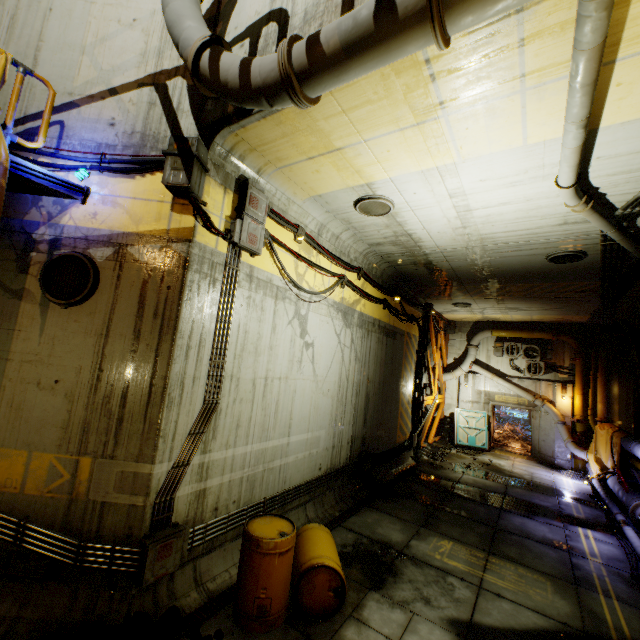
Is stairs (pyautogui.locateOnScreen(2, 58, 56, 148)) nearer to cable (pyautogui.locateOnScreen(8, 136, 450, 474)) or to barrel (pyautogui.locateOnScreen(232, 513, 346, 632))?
cable (pyautogui.locateOnScreen(8, 136, 450, 474))

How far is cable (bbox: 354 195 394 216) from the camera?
6.4m

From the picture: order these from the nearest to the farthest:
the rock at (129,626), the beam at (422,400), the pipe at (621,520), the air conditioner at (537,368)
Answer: the rock at (129,626) < the pipe at (621,520) < the beam at (422,400) < the air conditioner at (537,368)

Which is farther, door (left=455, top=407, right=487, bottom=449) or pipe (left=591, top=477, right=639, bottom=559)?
door (left=455, top=407, right=487, bottom=449)

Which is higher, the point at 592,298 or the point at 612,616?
the point at 592,298

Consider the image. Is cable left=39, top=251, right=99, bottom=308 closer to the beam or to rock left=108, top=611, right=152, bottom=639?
rock left=108, top=611, right=152, bottom=639

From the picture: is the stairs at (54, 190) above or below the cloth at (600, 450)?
above

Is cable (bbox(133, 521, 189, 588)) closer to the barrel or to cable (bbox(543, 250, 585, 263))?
the barrel
